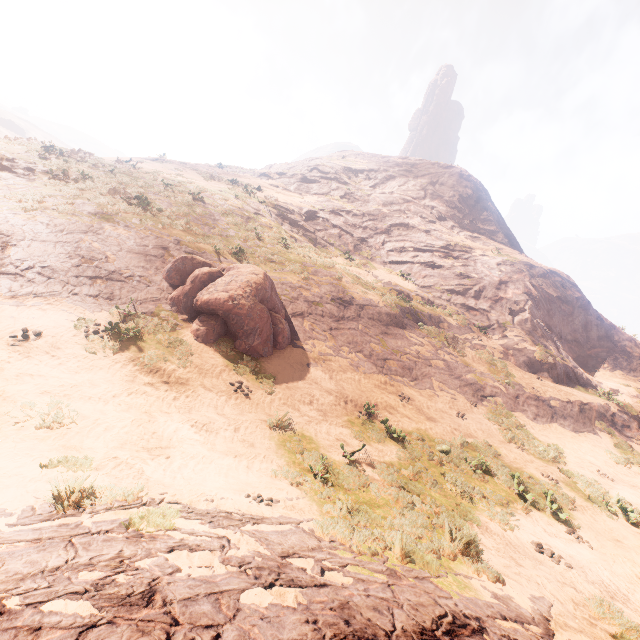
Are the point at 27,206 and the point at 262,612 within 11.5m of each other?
no

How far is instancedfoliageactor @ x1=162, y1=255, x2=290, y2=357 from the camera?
11.73m

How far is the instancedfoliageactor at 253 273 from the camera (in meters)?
11.73

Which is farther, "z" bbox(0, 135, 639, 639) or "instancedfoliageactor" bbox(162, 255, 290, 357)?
"instancedfoliageactor" bbox(162, 255, 290, 357)

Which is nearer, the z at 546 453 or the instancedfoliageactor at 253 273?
the z at 546 453
